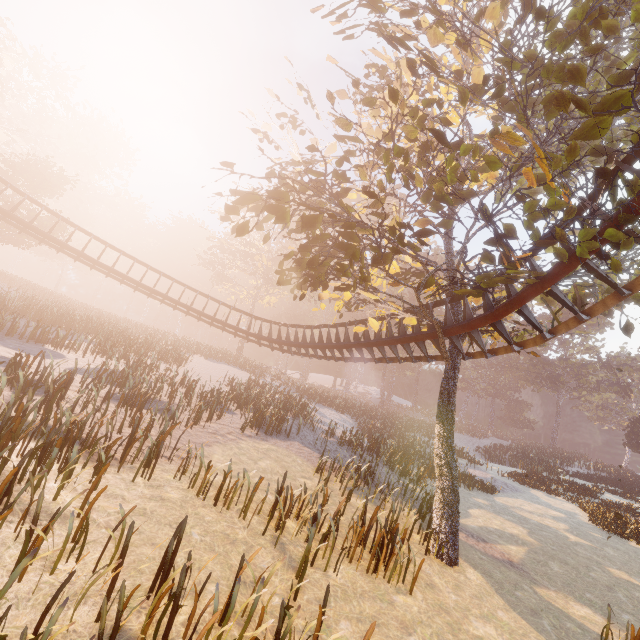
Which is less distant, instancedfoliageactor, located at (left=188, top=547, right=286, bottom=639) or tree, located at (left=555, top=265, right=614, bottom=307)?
instancedfoliageactor, located at (left=188, top=547, right=286, bottom=639)

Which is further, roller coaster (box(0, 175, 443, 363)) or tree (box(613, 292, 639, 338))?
roller coaster (box(0, 175, 443, 363))

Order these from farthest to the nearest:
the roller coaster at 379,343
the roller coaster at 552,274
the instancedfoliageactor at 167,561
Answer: the roller coaster at 379,343
the roller coaster at 552,274
the instancedfoliageactor at 167,561

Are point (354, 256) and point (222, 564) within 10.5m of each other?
yes

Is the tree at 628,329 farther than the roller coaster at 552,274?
Yes

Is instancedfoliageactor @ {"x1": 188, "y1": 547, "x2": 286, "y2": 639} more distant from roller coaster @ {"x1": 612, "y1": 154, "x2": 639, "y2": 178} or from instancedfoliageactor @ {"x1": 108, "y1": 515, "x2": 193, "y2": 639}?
roller coaster @ {"x1": 612, "y1": 154, "x2": 639, "y2": 178}

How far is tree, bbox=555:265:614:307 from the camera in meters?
8.8
